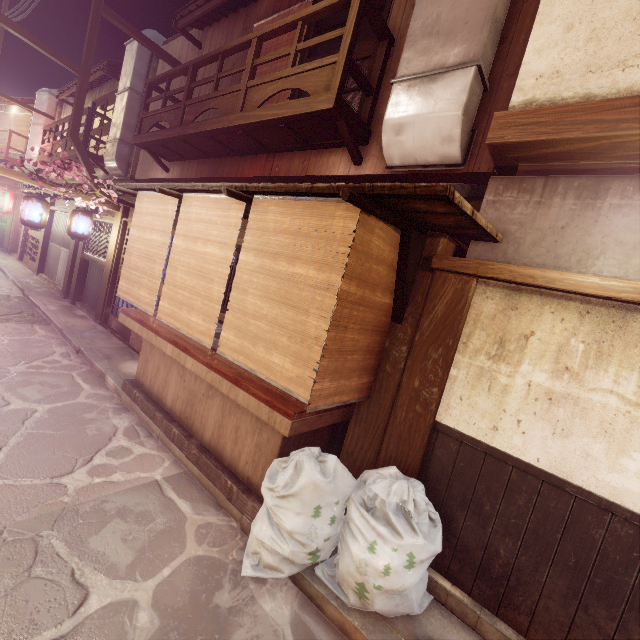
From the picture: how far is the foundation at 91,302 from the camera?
16.7m

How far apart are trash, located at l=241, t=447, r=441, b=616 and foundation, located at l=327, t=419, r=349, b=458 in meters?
1.4 m

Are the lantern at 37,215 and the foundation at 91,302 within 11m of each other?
yes

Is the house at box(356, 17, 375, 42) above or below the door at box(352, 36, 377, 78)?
above

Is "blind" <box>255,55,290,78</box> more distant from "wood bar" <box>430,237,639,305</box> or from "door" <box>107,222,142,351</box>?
"wood bar" <box>430,237,639,305</box>

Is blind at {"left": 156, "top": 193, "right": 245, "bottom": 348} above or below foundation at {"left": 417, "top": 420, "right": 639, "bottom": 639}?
above

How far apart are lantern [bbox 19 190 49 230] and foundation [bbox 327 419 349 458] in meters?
14.1 m

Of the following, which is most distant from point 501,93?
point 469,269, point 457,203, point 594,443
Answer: point 594,443
